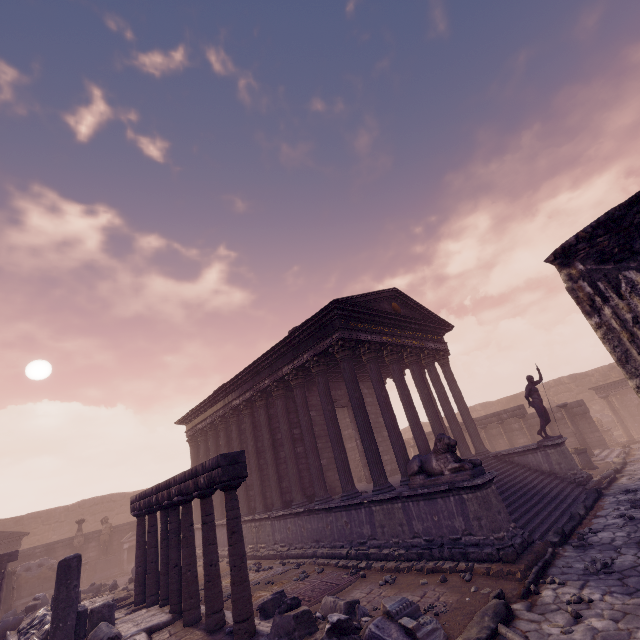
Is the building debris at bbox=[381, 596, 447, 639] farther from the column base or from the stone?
the column base

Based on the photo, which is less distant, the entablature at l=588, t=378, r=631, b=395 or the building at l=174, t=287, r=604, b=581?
the building at l=174, t=287, r=604, b=581

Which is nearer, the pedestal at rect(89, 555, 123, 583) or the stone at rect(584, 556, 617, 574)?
the stone at rect(584, 556, 617, 574)

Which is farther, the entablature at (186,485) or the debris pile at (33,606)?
the debris pile at (33,606)

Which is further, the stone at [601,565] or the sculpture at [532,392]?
the sculpture at [532,392]

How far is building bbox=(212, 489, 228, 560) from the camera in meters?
15.2

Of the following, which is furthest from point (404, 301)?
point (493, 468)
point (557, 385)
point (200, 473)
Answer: point (557, 385)

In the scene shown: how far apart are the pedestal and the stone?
23.2 meters
